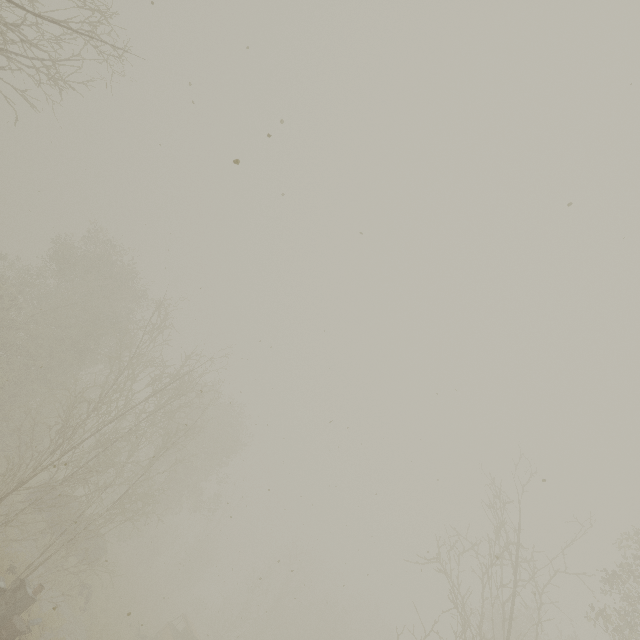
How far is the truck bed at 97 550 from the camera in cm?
2003

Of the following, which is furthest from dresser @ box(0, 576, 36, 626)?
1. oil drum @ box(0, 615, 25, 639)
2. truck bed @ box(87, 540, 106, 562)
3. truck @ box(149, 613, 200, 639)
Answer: truck @ box(149, 613, 200, 639)

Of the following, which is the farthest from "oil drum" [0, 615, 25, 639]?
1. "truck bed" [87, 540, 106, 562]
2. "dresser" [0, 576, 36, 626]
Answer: "truck bed" [87, 540, 106, 562]

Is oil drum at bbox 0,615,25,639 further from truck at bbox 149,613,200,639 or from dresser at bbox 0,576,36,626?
truck at bbox 149,613,200,639

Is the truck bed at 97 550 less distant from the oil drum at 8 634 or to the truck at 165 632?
the truck at 165 632

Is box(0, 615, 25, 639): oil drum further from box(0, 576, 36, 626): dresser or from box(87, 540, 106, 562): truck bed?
box(87, 540, 106, 562): truck bed

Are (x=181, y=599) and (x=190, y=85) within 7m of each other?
no

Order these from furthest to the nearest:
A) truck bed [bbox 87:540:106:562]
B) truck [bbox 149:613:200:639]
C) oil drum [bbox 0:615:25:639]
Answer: truck bed [bbox 87:540:106:562] → truck [bbox 149:613:200:639] → oil drum [bbox 0:615:25:639]
